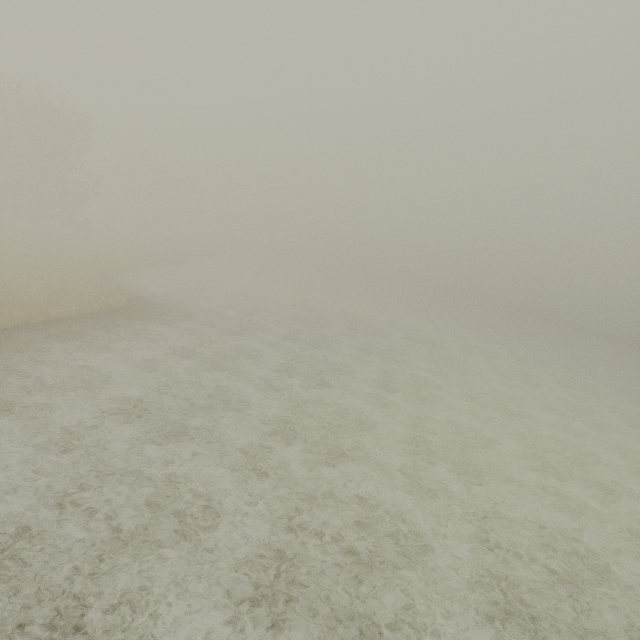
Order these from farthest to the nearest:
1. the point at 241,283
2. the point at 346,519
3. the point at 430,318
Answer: the point at 430,318 < the point at 241,283 < the point at 346,519
